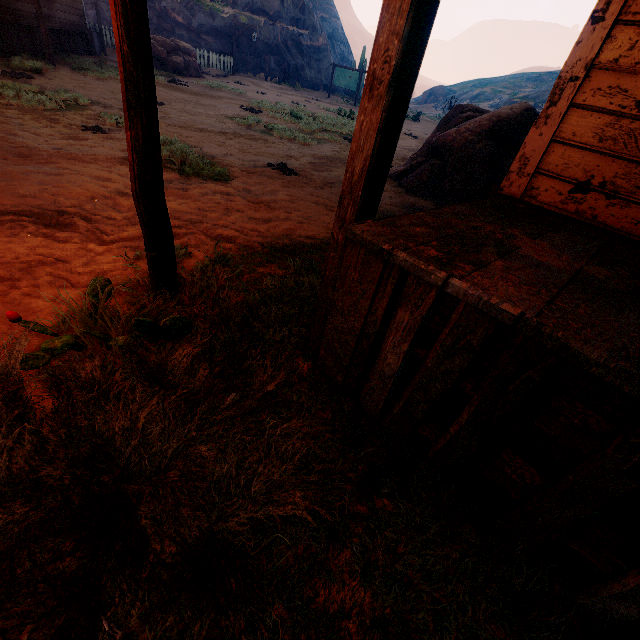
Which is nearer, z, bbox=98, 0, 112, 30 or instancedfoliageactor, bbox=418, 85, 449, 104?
z, bbox=98, 0, 112, 30

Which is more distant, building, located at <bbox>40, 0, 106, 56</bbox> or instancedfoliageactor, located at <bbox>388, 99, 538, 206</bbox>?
building, located at <bbox>40, 0, 106, 56</bbox>

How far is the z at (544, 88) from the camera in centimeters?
1333cm

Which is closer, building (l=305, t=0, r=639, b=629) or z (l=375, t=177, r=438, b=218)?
building (l=305, t=0, r=639, b=629)

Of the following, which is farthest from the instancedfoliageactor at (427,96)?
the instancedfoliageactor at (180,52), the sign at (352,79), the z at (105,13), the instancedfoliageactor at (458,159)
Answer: the instancedfoliageactor at (458,159)

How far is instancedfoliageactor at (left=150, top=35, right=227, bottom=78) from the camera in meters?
15.1 m

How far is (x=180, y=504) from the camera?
1.12m

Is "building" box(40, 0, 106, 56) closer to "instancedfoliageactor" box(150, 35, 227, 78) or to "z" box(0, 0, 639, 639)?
"z" box(0, 0, 639, 639)
